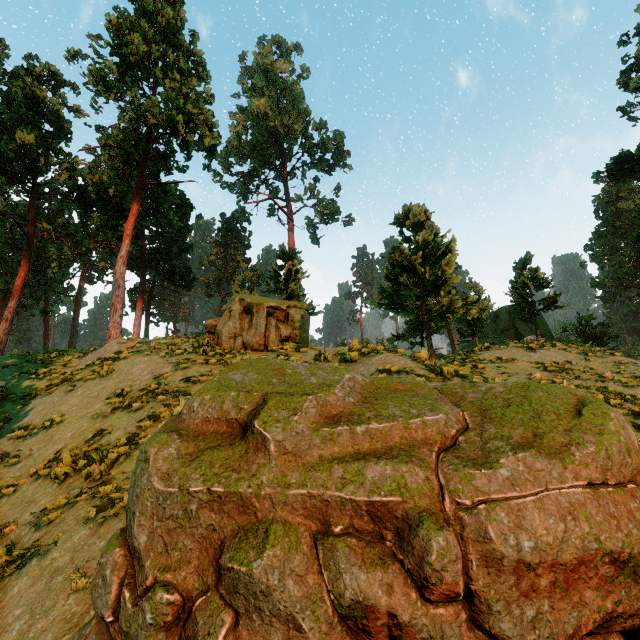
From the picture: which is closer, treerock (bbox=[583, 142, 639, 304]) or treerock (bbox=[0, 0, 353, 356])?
treerock (bbox=[0, 0, 353, 356])

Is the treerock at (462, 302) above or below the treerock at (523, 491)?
above

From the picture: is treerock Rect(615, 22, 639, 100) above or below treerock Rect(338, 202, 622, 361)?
above

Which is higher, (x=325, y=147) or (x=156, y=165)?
(x=325, y=147)

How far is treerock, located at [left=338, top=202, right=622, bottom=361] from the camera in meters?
19.1 m

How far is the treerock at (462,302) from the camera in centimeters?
1914cm

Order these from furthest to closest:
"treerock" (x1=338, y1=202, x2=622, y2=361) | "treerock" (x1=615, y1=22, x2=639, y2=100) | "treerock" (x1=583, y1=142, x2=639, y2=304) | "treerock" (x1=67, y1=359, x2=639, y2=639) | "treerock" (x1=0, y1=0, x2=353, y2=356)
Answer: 1. "treerock" (x1=583, y1=142, x2=639, y2=304)
2. "treerock" (x1=0, y1=0, x2=353, y2=356)
3. "treerock" (x1=338, y1=202, x2=622, y2=361)
4. "treerock" (x1=615, y1=22, x2=639, y2=100)
5. "treerock" (x1=67, y1=359, x2=639, y2=639)
